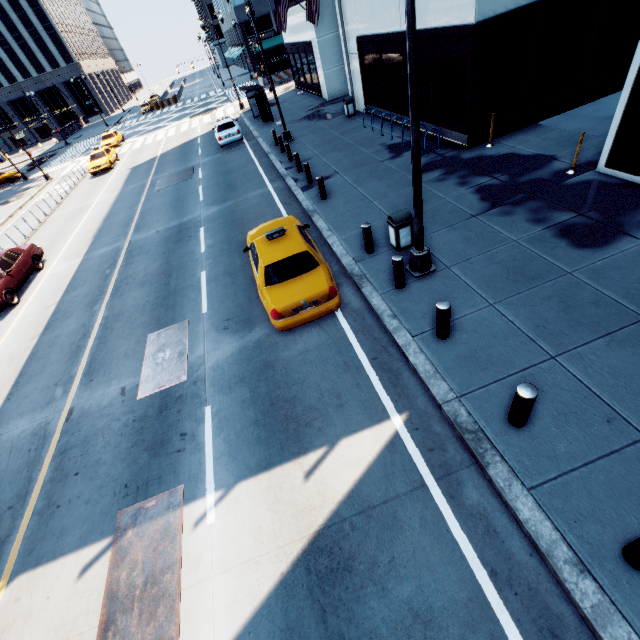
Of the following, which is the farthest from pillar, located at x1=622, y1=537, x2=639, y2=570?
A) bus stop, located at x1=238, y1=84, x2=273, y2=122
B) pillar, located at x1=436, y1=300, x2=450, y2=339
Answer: bus stop, located at x1=238, y1=84, x2=273, y2=122

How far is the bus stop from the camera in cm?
2416

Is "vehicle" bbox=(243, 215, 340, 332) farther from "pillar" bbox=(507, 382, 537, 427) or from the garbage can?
"pillar" bbox=(507, 382, 537, 427)

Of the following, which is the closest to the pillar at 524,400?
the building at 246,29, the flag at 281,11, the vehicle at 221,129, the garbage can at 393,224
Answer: Result: the garbage can at 393,224

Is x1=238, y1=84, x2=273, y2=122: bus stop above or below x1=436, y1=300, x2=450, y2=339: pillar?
above

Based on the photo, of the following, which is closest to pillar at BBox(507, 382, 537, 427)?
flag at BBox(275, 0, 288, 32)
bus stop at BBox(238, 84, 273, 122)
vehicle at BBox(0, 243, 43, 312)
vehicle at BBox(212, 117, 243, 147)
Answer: vehicle at BBox(0, 243, 43, 312)

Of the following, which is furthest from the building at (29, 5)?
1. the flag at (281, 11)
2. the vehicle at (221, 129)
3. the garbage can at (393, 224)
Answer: the garbage can at (393, 224)

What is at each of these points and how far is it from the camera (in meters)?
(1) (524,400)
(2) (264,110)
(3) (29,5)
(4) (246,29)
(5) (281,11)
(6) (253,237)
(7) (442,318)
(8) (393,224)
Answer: (1) pillar, 4.53
(2) bus stop, 24.88
(3) building, 59.66
(4) building, 54.72
(5) flag, 22.64
(6) vehicle, 10.26
(7) pillar, 6.18
(8) garbage can, 8.53
